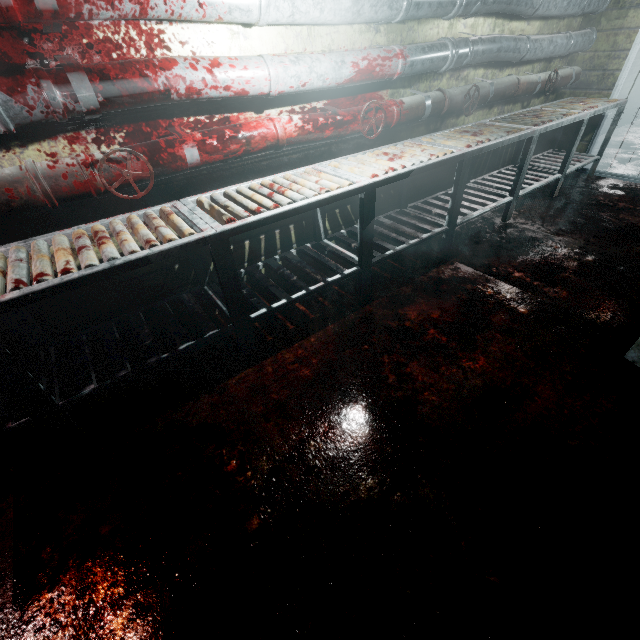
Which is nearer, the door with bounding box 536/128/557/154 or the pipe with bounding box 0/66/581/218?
the pipe with bounding box 0/66/581/218

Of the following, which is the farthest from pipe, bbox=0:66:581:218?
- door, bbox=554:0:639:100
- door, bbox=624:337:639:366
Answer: door, bbox=624:337:639:366

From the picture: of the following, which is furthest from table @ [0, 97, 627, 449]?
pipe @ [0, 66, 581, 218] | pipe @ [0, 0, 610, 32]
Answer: pipe @ [0, 0, 610, 32]

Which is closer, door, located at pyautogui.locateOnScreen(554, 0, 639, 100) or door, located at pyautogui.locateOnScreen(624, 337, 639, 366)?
door, located at pyautogui.locateOnScreen(624, 337, 639, 366)

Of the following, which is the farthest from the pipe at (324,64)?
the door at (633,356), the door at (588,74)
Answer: the door at (633,356)

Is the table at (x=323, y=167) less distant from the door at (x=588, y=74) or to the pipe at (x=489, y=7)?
the door at (x=588, y=74)

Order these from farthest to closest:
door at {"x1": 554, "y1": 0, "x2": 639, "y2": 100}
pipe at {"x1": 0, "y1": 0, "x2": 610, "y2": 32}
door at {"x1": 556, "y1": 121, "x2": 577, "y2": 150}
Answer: door at {"x1": 556, "y1": 121, "x2": 577, "y2": 150} → door at {"x1": 554, "y1": 0, "x2": 639, "y2": 100} → pipe at {"x1": 0, "y1": 0, "x2": 610, "y2": 32}

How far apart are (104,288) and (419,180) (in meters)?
3.10
